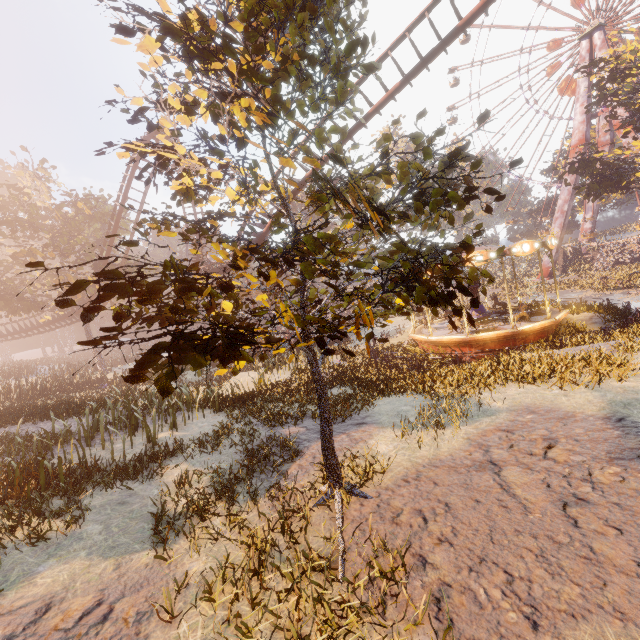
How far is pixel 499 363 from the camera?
10.9m

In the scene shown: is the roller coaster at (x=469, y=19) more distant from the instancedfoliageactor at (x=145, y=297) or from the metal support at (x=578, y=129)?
the metal support at (x=578, y=129)

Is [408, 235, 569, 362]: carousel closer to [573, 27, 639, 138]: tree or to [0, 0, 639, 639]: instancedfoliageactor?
[0, 0, 639, 639]: instancedfoliageactor

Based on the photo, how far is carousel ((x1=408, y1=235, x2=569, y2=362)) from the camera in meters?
14.3 m

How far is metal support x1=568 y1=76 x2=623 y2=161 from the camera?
37.2m

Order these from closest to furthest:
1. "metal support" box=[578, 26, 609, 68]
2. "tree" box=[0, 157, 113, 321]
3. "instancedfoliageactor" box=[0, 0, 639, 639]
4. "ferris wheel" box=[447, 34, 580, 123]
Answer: "instancedfoliageactor" box=[0, 0, 639, 639]
"tree" box=[0, 157, 113, 321]
"metal support" box=[578, 26, 609, 68]
"ferris wheel" box=[447, 34, 580, 123]

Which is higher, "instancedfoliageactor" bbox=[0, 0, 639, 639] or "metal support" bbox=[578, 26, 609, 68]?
"metal support" bbox=[578, 26, 609, 68]

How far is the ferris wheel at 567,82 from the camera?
39.8m
